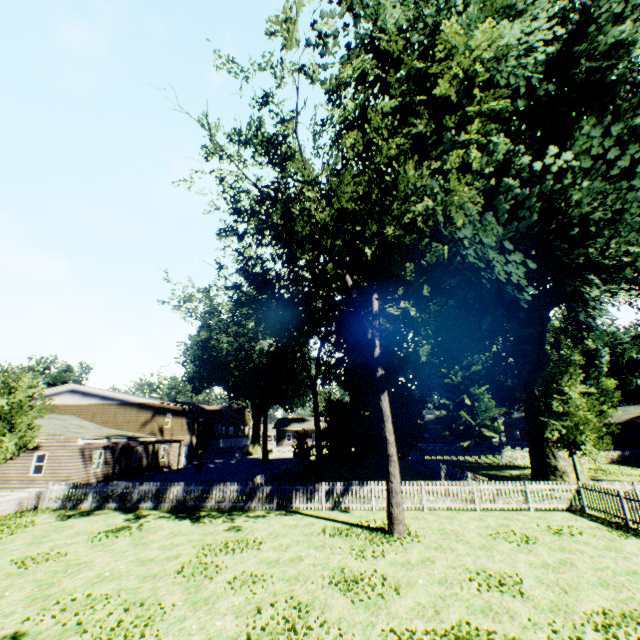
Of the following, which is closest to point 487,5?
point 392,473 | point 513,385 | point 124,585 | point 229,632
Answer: point 392,473

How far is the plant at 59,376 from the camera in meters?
49.5 m

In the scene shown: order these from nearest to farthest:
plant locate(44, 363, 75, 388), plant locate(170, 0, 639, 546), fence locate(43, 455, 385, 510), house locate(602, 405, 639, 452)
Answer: plant locate(170, 0, 639, 546), fence locate(43, 455, 385, 510), house locate(602, 405, 639, 452), plant locate(44, 363, 75, 388)

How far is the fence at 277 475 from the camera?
16.27m

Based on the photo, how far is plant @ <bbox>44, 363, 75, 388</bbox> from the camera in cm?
4950

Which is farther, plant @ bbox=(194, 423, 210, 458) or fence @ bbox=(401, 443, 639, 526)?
plant @ bbox=(194, 423, 210, 458)

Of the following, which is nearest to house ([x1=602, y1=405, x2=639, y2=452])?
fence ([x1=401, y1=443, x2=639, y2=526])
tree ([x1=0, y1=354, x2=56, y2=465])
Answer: fence ([x1=401, y1=443, x2=639, y2=526])

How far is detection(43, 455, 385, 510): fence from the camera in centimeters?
1627cm
